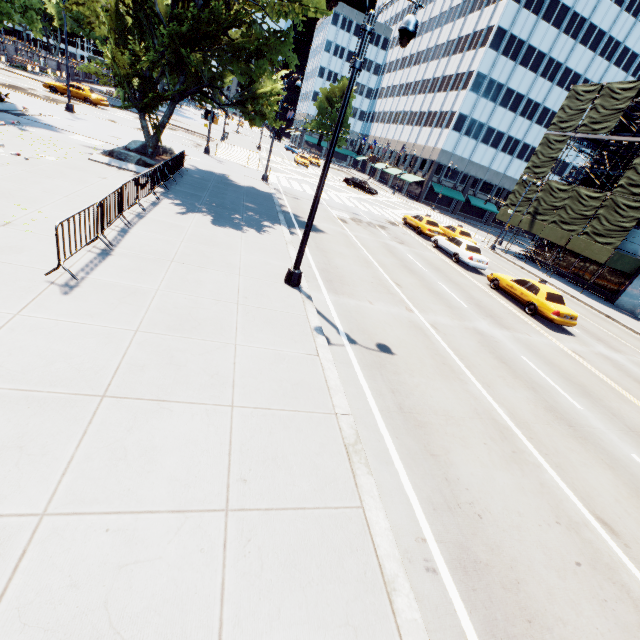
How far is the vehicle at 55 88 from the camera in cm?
3139

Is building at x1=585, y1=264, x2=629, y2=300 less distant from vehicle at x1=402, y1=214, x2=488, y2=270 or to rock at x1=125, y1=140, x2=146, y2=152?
vehicle at x1=402, y1=214, x2=488, y2=270

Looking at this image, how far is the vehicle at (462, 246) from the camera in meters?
21.4 m

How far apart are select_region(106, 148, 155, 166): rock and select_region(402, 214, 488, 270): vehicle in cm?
1923

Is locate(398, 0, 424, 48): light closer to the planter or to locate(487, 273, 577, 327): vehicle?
the planter

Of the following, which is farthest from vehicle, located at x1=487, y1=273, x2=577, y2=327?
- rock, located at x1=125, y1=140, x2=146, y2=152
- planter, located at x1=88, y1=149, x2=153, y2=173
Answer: rock, located at x1=125, y1=140, x2=146, y2=152

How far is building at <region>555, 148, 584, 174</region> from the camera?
58.5 meters

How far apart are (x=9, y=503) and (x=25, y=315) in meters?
3.6 m
